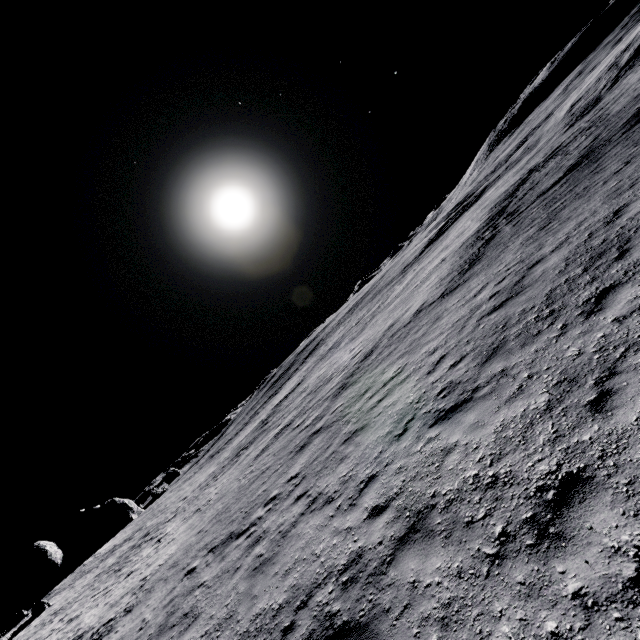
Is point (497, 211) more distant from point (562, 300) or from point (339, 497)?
point (339, 497)
